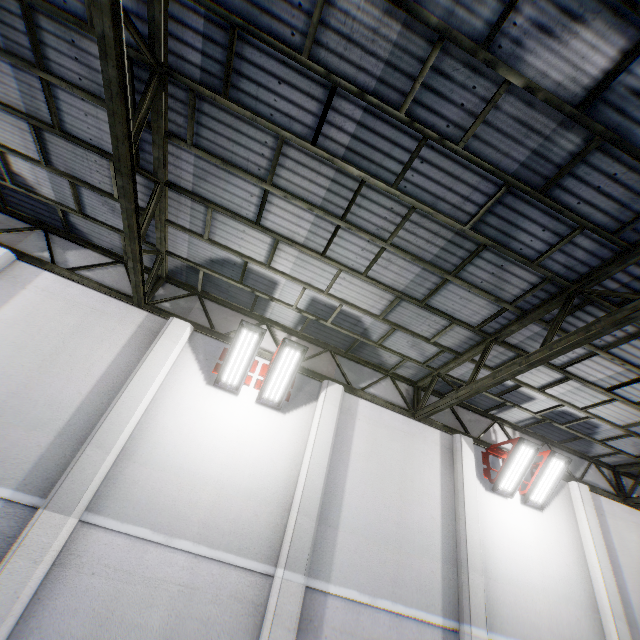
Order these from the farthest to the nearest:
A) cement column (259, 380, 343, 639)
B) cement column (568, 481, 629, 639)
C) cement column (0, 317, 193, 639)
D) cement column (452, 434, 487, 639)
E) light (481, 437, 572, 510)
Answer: light (481, 437, 572, 510) < cement column (568, 481, 629, 639) < cement column (452, 434, 487, 639) < cement column (259, 380, 343, 639) < cement column (0, 317, 193, 639)

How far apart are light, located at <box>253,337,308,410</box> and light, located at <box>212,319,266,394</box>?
0.08m

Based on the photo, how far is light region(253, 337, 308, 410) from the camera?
7.12m

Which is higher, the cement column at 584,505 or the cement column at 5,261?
the cement column at 5,261

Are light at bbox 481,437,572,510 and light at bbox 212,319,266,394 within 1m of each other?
no

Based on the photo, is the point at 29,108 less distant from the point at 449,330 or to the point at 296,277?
the point at 296,277

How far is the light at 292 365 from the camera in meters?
7.1 m

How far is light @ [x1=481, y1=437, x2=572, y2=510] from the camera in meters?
8.2
